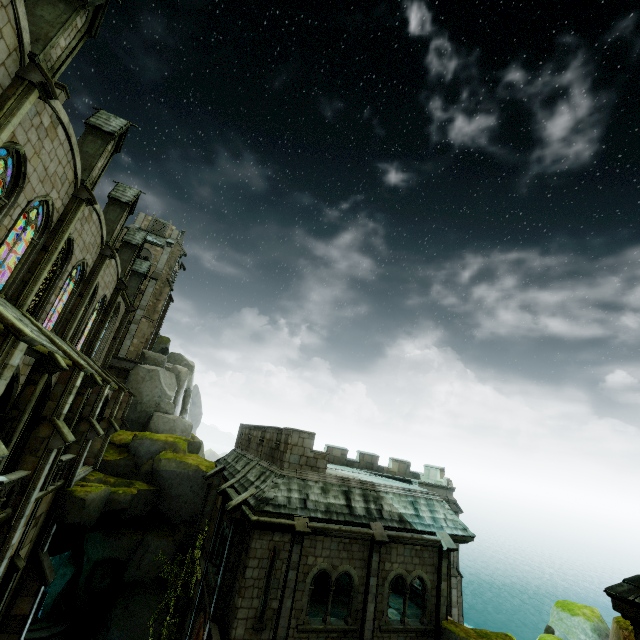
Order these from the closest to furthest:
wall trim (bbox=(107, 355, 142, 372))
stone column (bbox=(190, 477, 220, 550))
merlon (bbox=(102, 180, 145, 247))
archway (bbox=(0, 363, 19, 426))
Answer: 1. archway (bbox=(0, 363, 19, 426))
2. stone column (bbox=(190, 477, 220, 550))
3. merlon (bbox=(102, 180, 145, 247))
4. wall trim (bbox=(107, 355, 142, 372))

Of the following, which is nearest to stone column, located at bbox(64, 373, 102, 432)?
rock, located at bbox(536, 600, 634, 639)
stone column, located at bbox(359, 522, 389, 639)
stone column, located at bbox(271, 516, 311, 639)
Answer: stone column, located at bbox(271, 516, 311, 639)

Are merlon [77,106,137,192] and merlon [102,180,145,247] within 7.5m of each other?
yes

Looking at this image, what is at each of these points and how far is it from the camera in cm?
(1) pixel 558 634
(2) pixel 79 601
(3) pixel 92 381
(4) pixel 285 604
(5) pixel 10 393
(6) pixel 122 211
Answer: (1) rock, 1559
(2) rock, 2028
(3) stone column, 1603
(4) stone column, 1241
(5) archway, 980
(6) merlon, 2134

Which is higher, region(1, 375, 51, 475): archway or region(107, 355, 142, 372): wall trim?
region(107, 355, 142, 372): wall trim

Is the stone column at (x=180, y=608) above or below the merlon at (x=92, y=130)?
below

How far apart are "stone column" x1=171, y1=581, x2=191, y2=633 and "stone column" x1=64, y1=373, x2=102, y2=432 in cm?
877

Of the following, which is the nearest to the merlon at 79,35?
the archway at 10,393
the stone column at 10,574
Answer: the archway at 10,393
